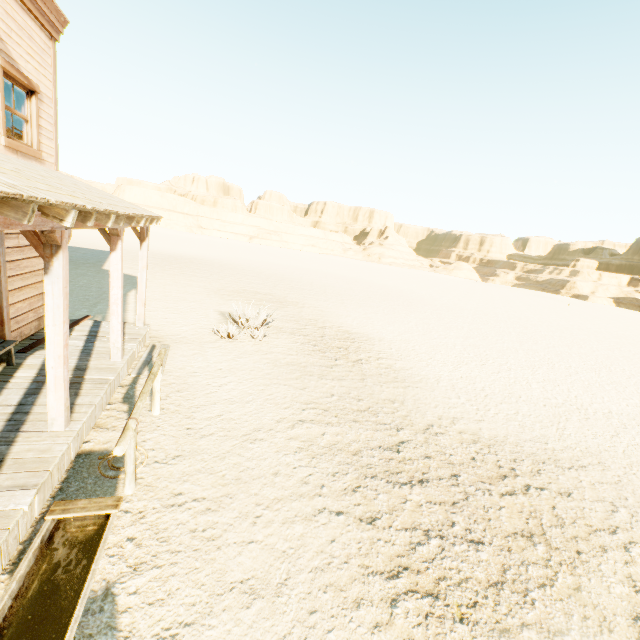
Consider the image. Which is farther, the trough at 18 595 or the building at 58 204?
the building at 58 204

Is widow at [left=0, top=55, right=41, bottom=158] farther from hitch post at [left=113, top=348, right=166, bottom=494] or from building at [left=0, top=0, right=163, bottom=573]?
hitch post at [left=113, top=348, right=166, bottom=494]

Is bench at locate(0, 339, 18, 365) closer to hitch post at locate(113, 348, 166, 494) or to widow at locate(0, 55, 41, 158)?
hitch post at locate(113, 348, 166, 494)

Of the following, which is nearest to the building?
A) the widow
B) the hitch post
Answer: the widow

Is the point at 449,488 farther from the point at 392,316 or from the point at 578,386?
the point at 392,316

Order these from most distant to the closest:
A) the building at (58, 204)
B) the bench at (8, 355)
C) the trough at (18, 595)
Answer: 1. the bench at (8, 355)
2. the building at (58, 204)
3. the trough at (18, 595)

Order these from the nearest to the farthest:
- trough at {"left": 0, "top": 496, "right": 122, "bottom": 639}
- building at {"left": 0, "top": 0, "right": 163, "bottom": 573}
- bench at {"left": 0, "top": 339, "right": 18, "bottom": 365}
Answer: trough at {"left": 0, "top": 496, "right": 122, "bottom": 639}, building at {"left": 0, "top": 0, "right": 163, "bottom": 573}, bench at {"left": 0, "top": 339, "right": 18, "bottom": 365}

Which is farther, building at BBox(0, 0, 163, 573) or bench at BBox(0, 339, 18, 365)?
bench at BBox(0, 339, 18, 365)
